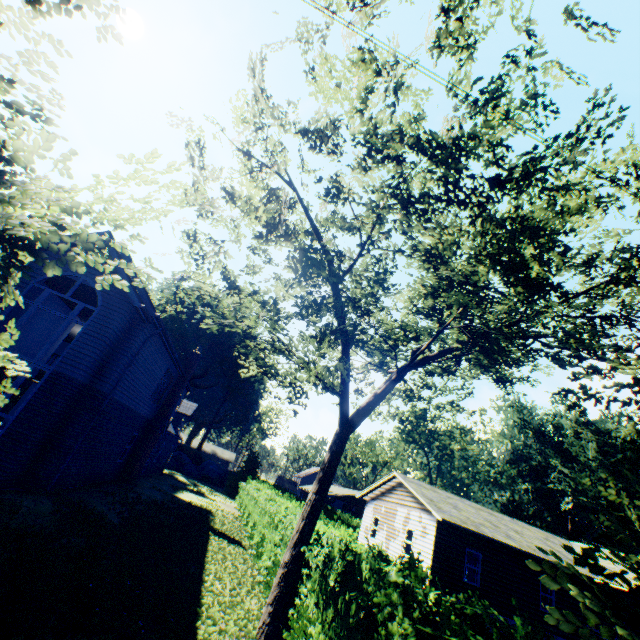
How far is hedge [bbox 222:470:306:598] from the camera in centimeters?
1046cm

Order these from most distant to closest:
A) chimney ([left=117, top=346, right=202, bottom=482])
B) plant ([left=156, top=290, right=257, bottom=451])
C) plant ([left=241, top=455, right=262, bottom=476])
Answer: plant ([left=156, top=290, right=257, bottom=451]) → plant ([left=241, top=455, right=262, bottom=476]) → chimney ([left=117, top=346, right=202, bottom=482])

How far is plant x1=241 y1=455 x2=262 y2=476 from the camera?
44.28m

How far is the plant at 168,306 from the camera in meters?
51.9

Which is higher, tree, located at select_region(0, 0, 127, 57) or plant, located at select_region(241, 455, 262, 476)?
tree, located at select_region(0, 0, 127, 57)

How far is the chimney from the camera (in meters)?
18.80

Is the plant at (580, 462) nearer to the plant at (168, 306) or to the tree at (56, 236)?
the plant at (168, 306)

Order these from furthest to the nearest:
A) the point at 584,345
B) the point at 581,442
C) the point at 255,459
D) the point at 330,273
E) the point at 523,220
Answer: the point at 581,442, the point at 255,459, the point at 330,273, the point at 523,220, the point at 584,345
